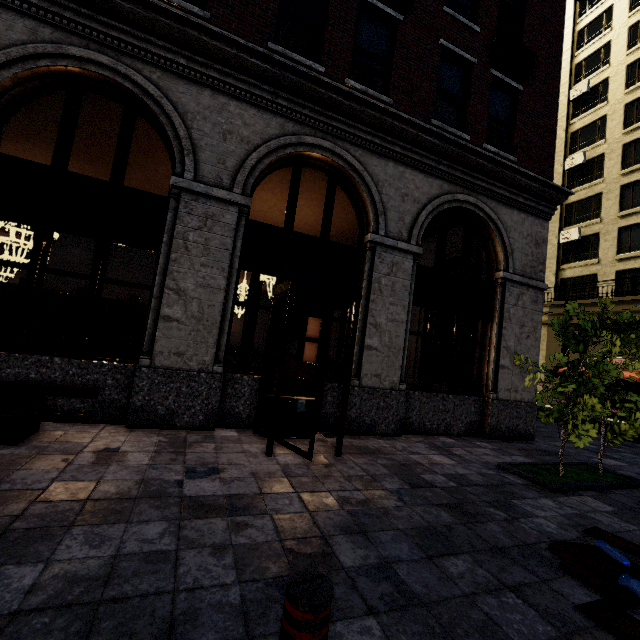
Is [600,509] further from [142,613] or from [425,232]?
[425,232]

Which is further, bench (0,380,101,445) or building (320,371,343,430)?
building (320,371,343,430)

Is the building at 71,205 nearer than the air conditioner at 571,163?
Yes

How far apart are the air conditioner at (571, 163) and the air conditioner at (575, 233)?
5.0m

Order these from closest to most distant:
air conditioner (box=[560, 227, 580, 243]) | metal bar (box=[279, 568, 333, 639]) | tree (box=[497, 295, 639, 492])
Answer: metal bar (box=[279, 568, 333, 639]) → tree (box=[497, 295, 639, 492]) → air conditioner (box=[560, 227, 580, 243])

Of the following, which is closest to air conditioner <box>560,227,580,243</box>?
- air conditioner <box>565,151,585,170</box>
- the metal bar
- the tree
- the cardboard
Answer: air conditioner <box>565,151,585,170</box>

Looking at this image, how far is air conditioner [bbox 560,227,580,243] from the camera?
23.8 meters

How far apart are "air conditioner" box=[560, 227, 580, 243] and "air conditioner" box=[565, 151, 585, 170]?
5.0m
